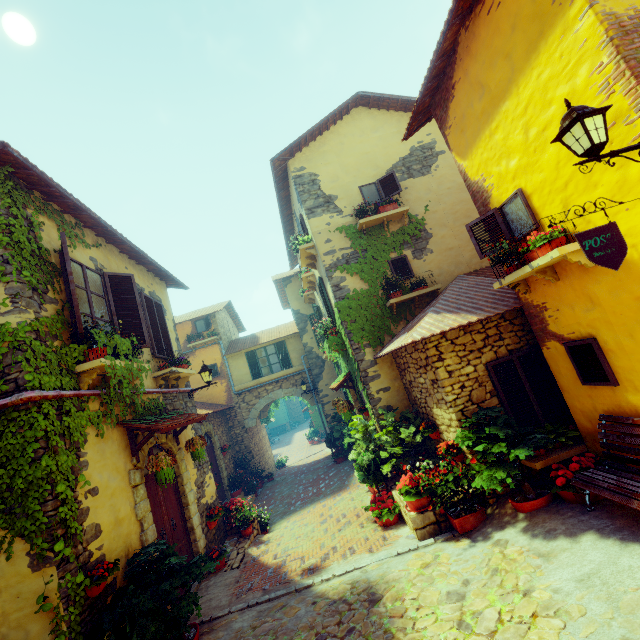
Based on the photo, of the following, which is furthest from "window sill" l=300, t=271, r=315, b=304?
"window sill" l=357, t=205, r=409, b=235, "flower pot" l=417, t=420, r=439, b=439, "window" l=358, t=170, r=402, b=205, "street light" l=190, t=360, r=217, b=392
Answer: "flower pot" l=417, t=420, r=439, b=439

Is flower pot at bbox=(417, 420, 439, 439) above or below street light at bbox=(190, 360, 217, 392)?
below

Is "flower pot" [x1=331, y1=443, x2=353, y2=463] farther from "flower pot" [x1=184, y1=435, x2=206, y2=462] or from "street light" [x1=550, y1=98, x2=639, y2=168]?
"street light" [x1=550, y1=98, x2=639, y2=168]

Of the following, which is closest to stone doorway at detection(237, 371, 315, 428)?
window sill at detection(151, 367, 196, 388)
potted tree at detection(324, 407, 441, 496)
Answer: potted tree at detection(324, 407, 441, 496)

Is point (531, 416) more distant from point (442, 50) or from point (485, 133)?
point (442, 50)

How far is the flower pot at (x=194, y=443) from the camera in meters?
7.1 m

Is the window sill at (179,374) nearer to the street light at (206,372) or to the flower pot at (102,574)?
the street light at (206,372)

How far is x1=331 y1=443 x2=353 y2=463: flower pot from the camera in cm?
1410
